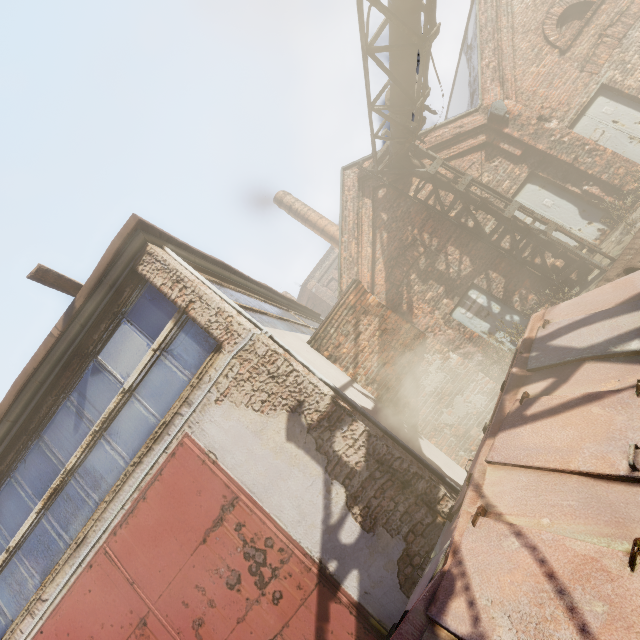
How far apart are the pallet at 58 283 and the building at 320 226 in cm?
1326

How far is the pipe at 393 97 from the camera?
6.7 meters

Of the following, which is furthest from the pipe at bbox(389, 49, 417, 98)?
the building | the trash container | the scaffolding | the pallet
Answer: the building

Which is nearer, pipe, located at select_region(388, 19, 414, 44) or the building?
pipe, located at select_region(388, 19, 414, 44)

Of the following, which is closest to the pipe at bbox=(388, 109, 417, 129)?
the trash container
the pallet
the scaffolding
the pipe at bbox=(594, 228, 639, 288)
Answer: the scaffolding

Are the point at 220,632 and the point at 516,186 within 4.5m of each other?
no

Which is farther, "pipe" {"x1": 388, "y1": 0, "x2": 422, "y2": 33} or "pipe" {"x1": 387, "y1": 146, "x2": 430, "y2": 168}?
"pipe" {"x1": 387, "y1": 146, "x2": 430, "y2": 168}

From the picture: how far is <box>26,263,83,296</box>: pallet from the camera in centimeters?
407cm
